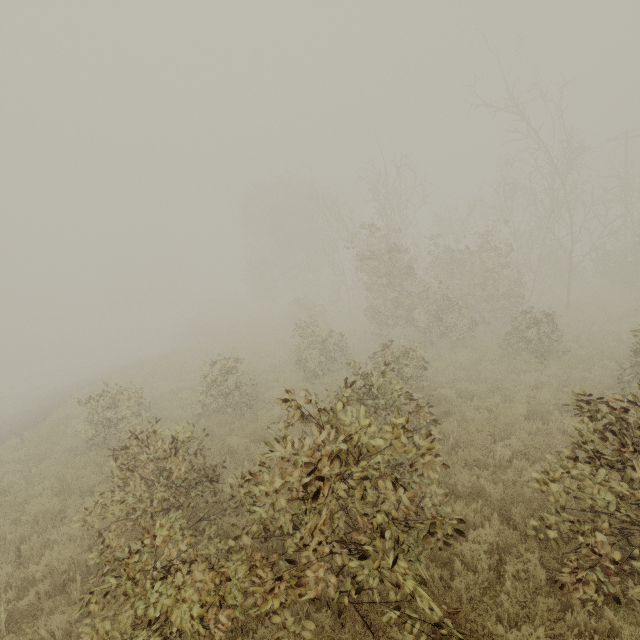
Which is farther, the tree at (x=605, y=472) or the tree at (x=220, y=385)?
the tree at (x=220, y=385)

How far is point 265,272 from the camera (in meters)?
37.62

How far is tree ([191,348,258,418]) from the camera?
10.5 meters

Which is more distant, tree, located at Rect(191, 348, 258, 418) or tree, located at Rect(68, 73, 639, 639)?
tree, located at Rect(191, 348, 258, 418)

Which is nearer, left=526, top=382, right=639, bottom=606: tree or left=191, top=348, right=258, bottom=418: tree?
left=526, top=382, right=639, bottom=606: tree

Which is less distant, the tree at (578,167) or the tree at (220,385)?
the tree at (578,167)
